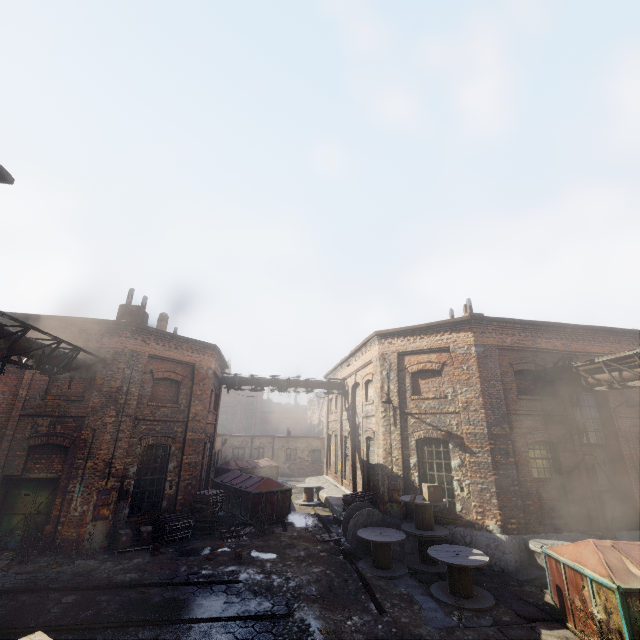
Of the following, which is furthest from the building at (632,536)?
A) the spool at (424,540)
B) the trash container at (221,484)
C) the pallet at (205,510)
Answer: the pallet at (205,510)

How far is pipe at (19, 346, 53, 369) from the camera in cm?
899

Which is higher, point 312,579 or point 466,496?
point 466,496

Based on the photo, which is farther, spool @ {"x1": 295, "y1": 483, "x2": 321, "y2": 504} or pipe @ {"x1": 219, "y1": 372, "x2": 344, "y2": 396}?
pipe @ {"x1": 219, "y1": 372, "x2": 344, "y2": 396}

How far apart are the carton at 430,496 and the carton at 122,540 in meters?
10.1 m

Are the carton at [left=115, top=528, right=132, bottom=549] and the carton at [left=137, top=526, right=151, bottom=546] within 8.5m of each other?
yes

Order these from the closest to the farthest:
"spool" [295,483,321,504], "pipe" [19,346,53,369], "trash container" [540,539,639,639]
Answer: "trash container" [540,539,639,639]
"pipe" [19,346,53,369]
"spool" [295,483,321,504]

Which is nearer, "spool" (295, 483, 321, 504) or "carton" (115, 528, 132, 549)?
"carton" (115, 528, 132, 549)
